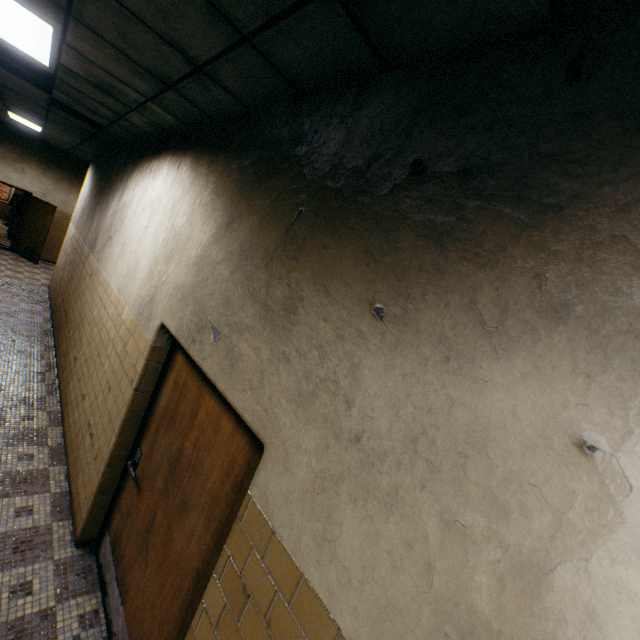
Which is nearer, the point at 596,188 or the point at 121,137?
the point at 596,188

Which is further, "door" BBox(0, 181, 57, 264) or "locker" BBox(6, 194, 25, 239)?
"locker" BBox(6, 194, 25, 239)

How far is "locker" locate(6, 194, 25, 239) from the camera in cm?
1284

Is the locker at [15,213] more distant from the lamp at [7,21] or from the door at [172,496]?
the door at [172,496]

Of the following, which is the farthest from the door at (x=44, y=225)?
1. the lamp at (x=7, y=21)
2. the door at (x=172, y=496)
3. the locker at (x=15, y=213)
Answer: the door at (x=172, y=496)

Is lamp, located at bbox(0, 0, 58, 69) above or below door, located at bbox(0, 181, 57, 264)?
above

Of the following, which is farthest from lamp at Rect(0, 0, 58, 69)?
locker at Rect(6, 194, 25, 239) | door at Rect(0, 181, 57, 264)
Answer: locker at Rect(6, 194, 25, 239)

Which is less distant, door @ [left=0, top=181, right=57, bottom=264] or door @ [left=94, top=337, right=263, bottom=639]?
door @ [left=94, top=337, right=263, bottom=639]
